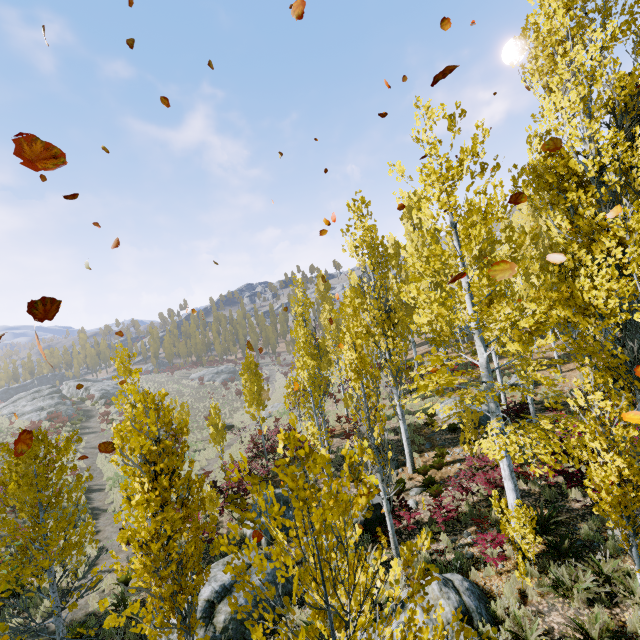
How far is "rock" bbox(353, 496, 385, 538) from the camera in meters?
11.4

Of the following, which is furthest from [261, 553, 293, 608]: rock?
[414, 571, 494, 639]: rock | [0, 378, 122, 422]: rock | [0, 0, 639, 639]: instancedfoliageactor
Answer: [0, 378, 122, 422]: rock

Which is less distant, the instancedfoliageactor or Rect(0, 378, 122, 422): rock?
the instancedfoliageactor

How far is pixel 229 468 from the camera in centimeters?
274cm

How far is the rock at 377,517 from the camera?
11.41m

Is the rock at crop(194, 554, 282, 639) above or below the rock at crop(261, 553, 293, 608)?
above

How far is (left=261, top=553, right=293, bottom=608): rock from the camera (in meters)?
9.57

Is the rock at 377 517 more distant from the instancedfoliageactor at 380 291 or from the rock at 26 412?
the rock at 26 412
